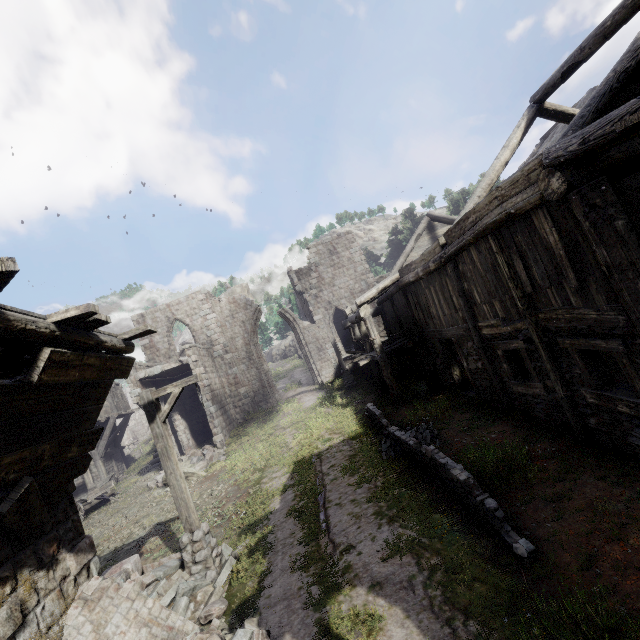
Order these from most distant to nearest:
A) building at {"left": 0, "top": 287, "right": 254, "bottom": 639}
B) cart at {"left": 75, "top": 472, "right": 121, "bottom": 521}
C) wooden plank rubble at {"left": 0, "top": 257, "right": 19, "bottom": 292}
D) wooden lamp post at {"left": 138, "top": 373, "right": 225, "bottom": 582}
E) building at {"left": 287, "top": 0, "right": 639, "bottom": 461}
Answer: cart at {"left": 75, "top": 472, "right": 121, "bottom": 521} → wooden lamp post at {"left": 138, "top": 373, "right": 225, "bottom": 582} → building at {"left": 287, "top": 0, "right": 639, "bottom": 461} → building at {"left": 0, "top": 287, "right": 254, "bottom": 639} → wooden plank rubble at {"left": 0, "top": 257, "right": 19, "bottom": 292}

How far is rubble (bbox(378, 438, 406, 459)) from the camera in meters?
9.8

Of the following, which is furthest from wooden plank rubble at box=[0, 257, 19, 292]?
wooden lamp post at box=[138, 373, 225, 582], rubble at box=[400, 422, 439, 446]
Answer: rubble at box=[400, 422, 439, 446]

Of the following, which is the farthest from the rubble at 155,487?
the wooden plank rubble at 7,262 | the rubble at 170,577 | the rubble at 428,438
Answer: the wooden plank rubble at 7,262

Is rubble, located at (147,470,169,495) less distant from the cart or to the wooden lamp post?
the cart

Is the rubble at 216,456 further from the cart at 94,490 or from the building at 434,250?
the cart at 94,490

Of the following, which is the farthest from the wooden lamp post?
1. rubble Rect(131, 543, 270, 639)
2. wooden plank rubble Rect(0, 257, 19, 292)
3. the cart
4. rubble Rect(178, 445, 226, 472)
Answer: the cart

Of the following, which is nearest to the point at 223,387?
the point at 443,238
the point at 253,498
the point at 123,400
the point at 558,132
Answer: the point at 123,400
